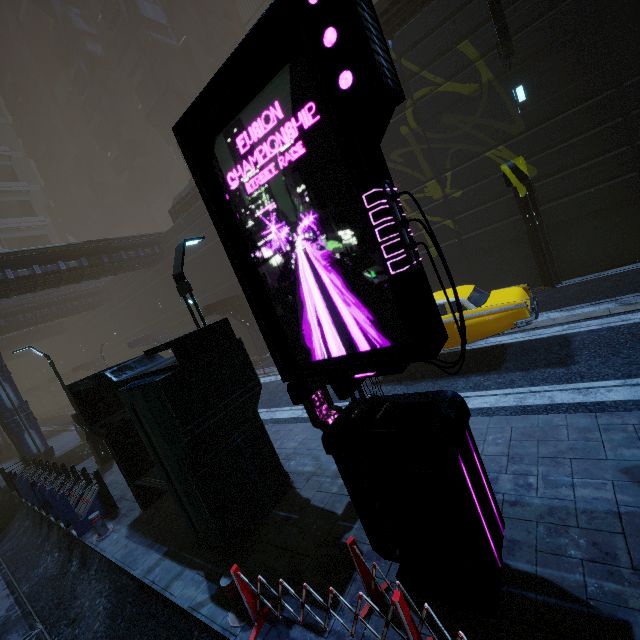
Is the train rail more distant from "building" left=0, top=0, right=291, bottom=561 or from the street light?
the street light

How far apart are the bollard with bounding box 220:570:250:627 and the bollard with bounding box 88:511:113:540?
5.4m

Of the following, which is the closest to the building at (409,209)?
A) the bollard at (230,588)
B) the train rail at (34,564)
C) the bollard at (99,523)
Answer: the train rail at (34,564)

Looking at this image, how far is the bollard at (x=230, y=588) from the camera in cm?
435

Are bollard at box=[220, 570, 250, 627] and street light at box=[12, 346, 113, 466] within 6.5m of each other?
no

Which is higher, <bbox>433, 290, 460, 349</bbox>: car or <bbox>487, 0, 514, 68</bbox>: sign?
<bbox>487, 0, 514, 68</bbox>: sign

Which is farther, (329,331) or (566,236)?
(566,236)

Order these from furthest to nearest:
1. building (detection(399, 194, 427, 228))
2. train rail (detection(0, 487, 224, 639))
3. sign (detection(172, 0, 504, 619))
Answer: building (detection(399, 194, 427, 228)) → train rail (detection(0, 487, 224, 639)) → sign (detection(172, 0, 504, 619))
